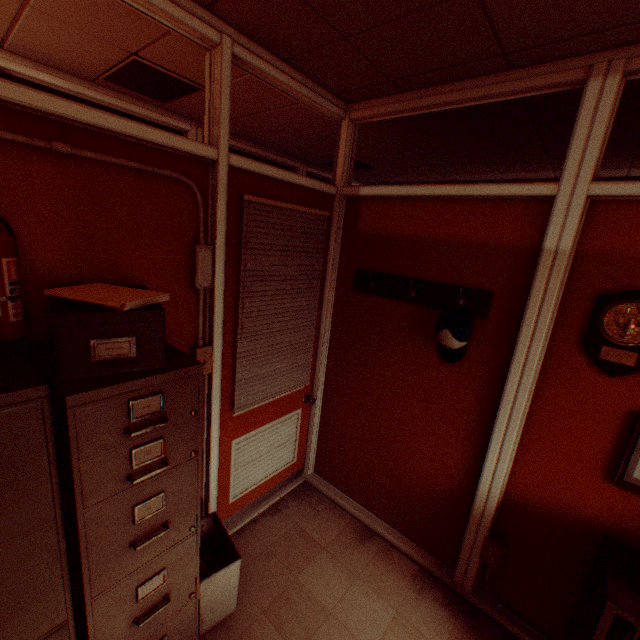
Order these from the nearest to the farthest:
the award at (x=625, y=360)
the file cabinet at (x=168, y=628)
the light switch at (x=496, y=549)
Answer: the file cabinet at (x=168, y=628) < the award at (x=625, y=360) < the light switch at (x=496, y=549)

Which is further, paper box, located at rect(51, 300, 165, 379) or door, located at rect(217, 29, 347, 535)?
door, located at rect(217, 29, 347, 535)

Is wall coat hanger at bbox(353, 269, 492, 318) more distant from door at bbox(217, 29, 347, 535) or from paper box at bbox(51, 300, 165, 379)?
paper box at bbox(51, 300, 165, 379)

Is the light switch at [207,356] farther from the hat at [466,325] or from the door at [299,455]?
the hat at [466,325]

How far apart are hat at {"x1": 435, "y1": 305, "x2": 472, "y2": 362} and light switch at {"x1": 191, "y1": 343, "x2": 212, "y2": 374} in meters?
1.5 m

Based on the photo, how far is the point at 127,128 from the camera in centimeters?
150cm

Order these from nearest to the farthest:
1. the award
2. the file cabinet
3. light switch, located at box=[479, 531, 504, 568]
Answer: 1. the file cabinet
2. the award
3. light switch, located at box=[479, 531, 504, 568]

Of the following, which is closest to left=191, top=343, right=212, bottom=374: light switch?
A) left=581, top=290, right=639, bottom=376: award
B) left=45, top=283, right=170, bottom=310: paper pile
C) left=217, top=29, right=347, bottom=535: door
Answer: left=217, top=29, right=347, bottom=535: door
